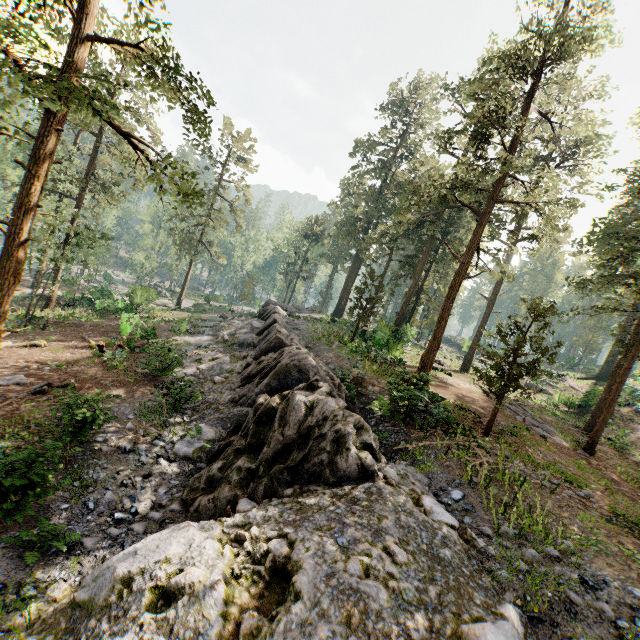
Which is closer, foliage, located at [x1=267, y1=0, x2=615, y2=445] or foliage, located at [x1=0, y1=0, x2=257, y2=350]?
foliage, located at [x1=0, y1=0, x2=257, y2=350]

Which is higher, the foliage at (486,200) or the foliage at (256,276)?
the foliage at (486,200)

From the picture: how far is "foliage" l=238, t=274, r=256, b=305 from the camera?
53.9 meters

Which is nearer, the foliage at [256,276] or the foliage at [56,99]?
the foliage at [56,99]

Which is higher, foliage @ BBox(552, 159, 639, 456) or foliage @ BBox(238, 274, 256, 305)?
foliage @ BBox(552, 159, 639, 456)

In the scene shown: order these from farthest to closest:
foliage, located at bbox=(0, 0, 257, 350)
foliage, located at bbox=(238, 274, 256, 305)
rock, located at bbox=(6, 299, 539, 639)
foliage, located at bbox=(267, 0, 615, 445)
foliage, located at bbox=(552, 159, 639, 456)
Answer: foliage, located at bbox=(238, 274, 256, 305), foliage, located at bbox=(552, 159, 639, 456), foliage, located at bbox=(267, 0, 615, 445), foliage, located at bbox=(0, 0, 257, 350), rock, located at bbox=(6, 299, 539, 639)

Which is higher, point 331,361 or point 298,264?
point 298,264

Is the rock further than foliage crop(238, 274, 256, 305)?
No
